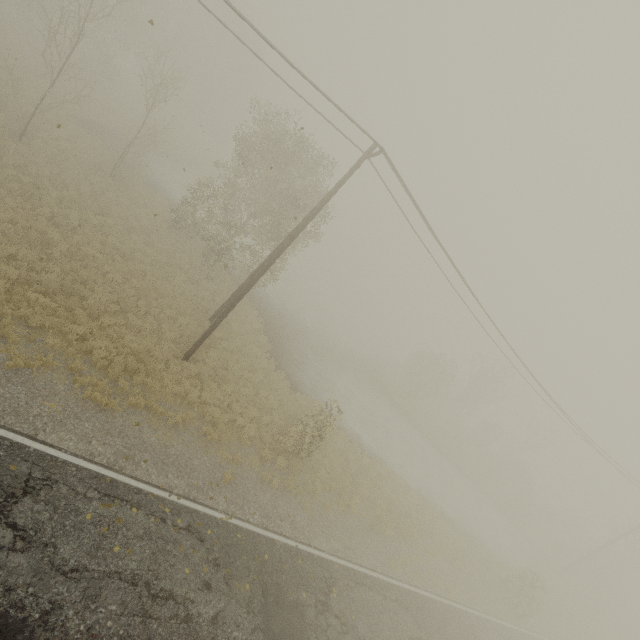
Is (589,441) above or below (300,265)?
above

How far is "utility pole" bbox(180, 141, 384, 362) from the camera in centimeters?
1236cm

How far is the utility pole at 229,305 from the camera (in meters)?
12.36
